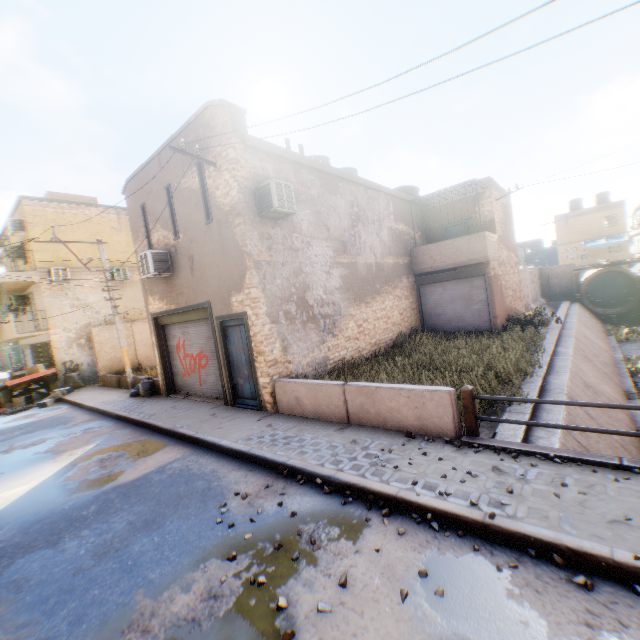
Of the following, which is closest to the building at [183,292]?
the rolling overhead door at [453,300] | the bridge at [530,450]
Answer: the rolling overhead door at [453,300]

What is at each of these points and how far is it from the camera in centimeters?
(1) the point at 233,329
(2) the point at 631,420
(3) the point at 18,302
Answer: (1) door, 966cm
(2) concrete channel, 1041cm
(3) air conditioner, 2020cm

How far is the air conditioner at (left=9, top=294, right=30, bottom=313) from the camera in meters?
20.1 m

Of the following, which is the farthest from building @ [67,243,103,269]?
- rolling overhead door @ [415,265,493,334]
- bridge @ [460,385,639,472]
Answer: bridge @ [460,385,639,472]

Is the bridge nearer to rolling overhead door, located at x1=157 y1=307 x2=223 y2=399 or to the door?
rolling overhead door, located at x1=157 y1=307 x2=223 y2=399

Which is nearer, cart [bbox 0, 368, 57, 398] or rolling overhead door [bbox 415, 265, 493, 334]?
rolling overhead door [bbox 415, 265, 493, 334]

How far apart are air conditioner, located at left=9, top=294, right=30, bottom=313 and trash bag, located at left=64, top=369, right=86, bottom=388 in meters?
5.9

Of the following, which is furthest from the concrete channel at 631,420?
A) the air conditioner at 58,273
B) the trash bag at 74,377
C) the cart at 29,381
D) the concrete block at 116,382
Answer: the trash bag at 74,377
